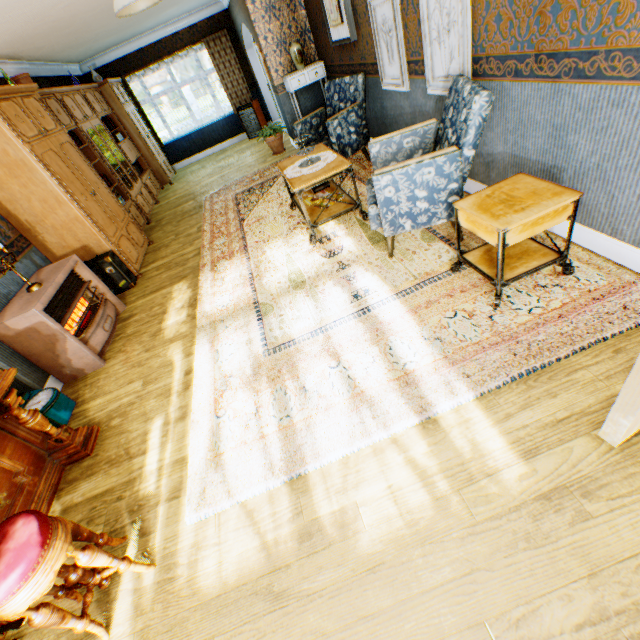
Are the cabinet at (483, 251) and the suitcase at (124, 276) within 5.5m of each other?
yes

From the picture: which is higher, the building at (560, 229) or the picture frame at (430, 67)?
the picture frame at (430, 67)

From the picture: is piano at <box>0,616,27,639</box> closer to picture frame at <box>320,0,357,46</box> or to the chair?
the chair

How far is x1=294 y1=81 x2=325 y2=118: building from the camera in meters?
7.0 m

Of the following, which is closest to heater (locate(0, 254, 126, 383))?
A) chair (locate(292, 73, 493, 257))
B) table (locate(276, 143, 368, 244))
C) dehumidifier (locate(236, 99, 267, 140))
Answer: table (locate(276, 143, 368, 244))

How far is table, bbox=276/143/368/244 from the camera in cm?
352

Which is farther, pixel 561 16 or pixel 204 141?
pixel 204 141

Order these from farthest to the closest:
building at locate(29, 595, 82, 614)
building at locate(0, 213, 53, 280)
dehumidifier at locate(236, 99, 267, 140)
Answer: dehumidifier at locate(236, 99, 267, 140), building at locate(0, 213, 53, 280), building at locate(29, 595, 82, 614)
